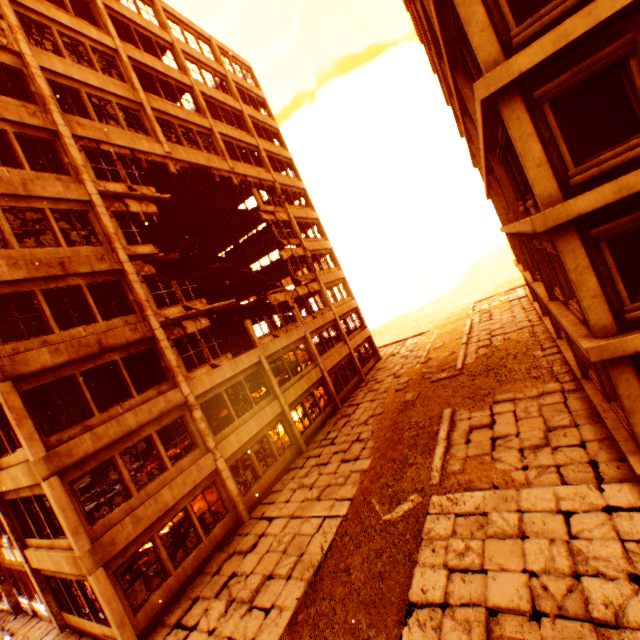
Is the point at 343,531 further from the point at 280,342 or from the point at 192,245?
the point at 192,245

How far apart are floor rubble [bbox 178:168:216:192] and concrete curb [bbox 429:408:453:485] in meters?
19.5

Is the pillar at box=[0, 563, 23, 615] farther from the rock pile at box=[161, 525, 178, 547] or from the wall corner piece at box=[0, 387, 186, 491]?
the rock pile at box=[161, 525, 178, 547]

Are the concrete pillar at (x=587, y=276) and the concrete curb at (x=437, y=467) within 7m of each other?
yes

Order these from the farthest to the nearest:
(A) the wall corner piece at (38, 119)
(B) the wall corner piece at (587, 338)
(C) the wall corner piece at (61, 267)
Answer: →
(A) the wall corner piece at (38, 119)
(C) the wall corner piece at (61, 267)
(B) the wall corner piece at (587, 338)

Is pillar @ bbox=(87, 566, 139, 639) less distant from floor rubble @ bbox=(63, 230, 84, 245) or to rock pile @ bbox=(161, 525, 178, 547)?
floor rubble @ bbox=(63, 230, 84, 245)

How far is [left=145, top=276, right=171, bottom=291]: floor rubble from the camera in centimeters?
1721cm

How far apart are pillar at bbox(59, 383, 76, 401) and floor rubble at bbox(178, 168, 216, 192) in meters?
13.9
